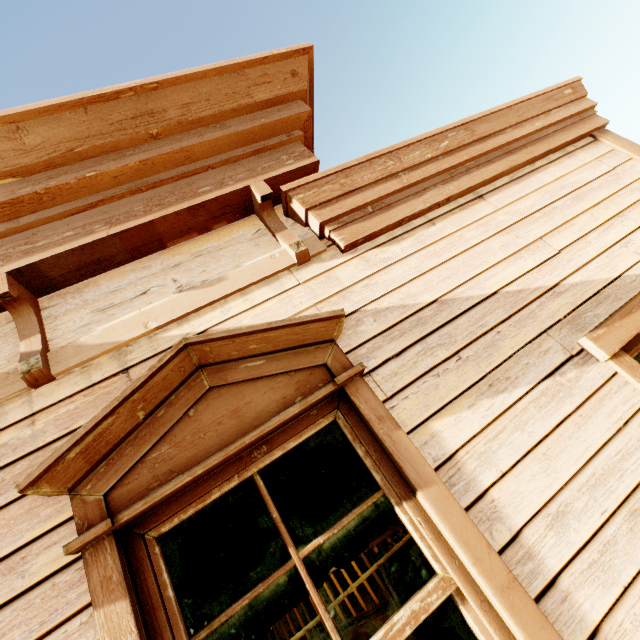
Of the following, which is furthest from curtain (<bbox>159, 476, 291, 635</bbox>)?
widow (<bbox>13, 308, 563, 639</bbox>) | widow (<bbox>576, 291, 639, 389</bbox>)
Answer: widow (<bbox>576, 291, 639, 389</bbox>)

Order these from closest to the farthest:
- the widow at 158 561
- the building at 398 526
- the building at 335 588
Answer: the widow at 158 561, the building at 398 526, the building at 335 588

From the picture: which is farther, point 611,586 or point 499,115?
point 499,115

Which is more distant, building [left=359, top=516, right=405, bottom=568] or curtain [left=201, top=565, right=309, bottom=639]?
building [left=359, top=516, right=405, bottom=568]

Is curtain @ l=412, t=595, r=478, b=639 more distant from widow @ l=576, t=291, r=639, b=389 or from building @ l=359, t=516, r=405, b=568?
widow @ l=576, t=291, r=639, b=389

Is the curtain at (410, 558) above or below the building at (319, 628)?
above
